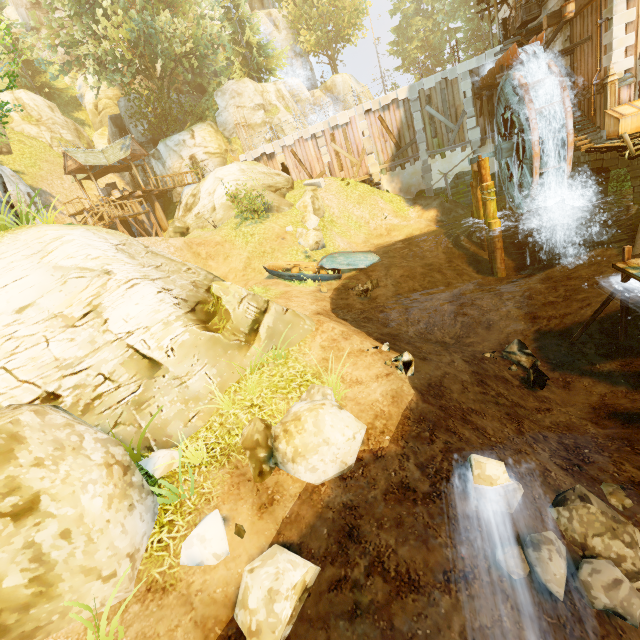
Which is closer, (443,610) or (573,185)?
(443,610)

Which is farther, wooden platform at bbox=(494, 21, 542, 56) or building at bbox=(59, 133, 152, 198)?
building at bbox=(59, 133, 152, 198)

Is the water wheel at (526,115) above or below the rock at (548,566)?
Result: above

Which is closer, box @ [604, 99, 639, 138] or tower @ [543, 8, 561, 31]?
box @ [604, 99, 639, 138]

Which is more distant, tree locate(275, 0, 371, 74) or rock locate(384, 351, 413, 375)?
tree locate(275, 0, 371, 74)

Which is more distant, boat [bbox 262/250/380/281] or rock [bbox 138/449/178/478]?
boat [bbox 262/250/380/281]

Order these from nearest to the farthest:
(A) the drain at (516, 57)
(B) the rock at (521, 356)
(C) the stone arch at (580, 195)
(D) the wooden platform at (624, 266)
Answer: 1. (D) the wooden platform at (624, 266)
2. (B) the rock at (521, 356)
3. (C) the stone arch at (580, 195)
4. (A) the drain at (516, 57)

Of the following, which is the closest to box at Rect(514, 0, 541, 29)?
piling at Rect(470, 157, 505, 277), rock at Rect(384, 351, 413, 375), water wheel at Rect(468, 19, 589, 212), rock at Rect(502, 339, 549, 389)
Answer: water wheel at Rect(468, 19, 589, 212)
